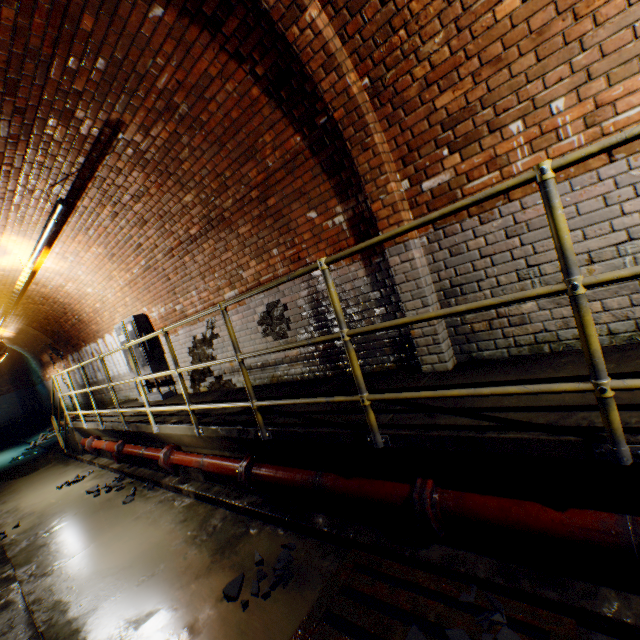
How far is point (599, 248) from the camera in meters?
2.3 m

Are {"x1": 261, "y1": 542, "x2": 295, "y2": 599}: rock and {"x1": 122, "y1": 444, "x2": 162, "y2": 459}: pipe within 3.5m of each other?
yes

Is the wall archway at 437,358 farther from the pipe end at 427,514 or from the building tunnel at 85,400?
the pipe end at 427,514

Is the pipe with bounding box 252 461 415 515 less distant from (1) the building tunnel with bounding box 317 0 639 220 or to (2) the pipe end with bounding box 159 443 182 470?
(1) the building tunnel with bounding box 317 0 639 220

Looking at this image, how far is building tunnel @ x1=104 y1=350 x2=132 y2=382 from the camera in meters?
8.6 m

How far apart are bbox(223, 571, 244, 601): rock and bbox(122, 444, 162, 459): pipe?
2.73m

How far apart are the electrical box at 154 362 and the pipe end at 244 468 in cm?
429
